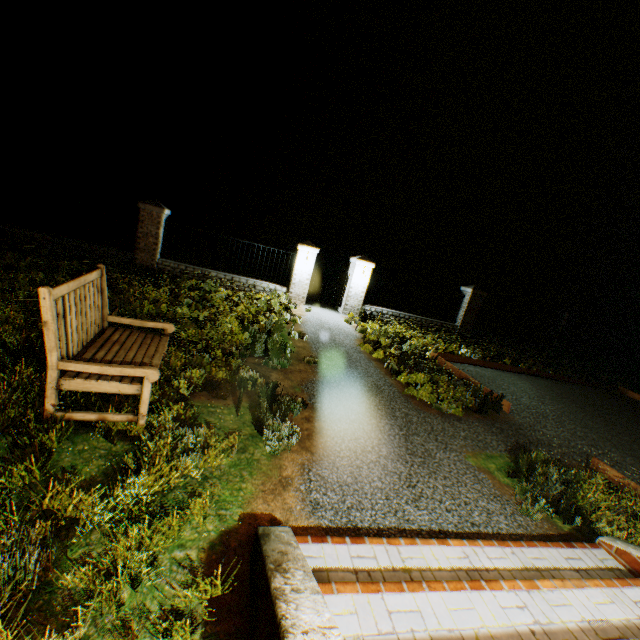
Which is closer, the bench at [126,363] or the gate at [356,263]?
the bench at [126,363]

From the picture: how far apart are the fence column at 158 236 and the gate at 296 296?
4.70m

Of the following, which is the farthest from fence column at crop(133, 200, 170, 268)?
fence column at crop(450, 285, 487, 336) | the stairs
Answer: fence column at crop(450, 285, 487, 336)

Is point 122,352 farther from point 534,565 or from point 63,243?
point 63,243

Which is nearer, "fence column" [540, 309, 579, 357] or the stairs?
the stairs

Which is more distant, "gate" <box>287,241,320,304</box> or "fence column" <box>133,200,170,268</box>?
"gate" <box>287,241,320,304</box>

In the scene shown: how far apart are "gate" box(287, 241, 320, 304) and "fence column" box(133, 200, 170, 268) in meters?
4.7

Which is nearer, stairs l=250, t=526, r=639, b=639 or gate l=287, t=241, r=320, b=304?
stairs l=250, t=526, r=639, b=639
